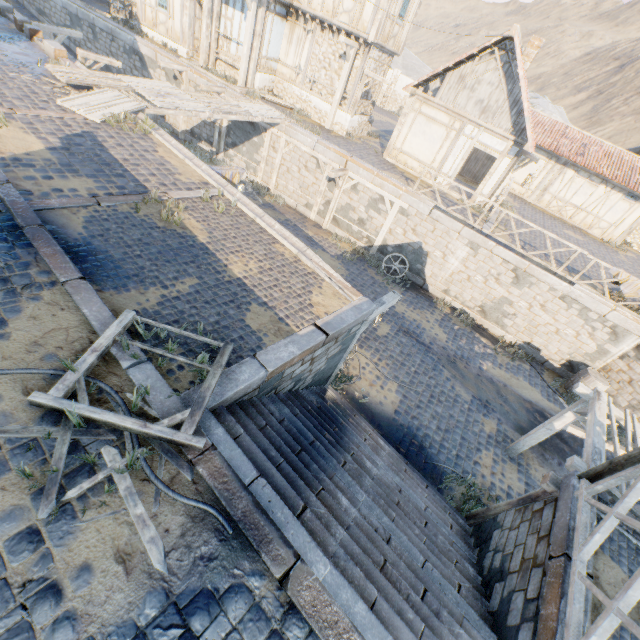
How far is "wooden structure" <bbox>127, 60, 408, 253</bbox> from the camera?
12.0 meters

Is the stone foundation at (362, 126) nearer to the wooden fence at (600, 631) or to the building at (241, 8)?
the building at (241, 8)

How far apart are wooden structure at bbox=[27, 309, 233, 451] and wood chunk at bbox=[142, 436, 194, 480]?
0.1 meters

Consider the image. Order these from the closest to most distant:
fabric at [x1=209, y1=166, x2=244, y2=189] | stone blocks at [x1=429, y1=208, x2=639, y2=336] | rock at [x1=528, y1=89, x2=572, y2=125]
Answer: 1. fabric at [x1=209, y1=166, x2=244, y2=189]
2. stone blocks at [x1=429, y1=208, x2=639, y2=336]
3. rock at [x1=528, y1=89, x2=572, y2=125]

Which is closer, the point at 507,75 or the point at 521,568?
the point at 521,568

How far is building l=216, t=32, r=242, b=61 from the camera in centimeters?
1656cm

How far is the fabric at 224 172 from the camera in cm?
953

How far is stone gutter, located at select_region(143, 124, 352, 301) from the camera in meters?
7.1 m
